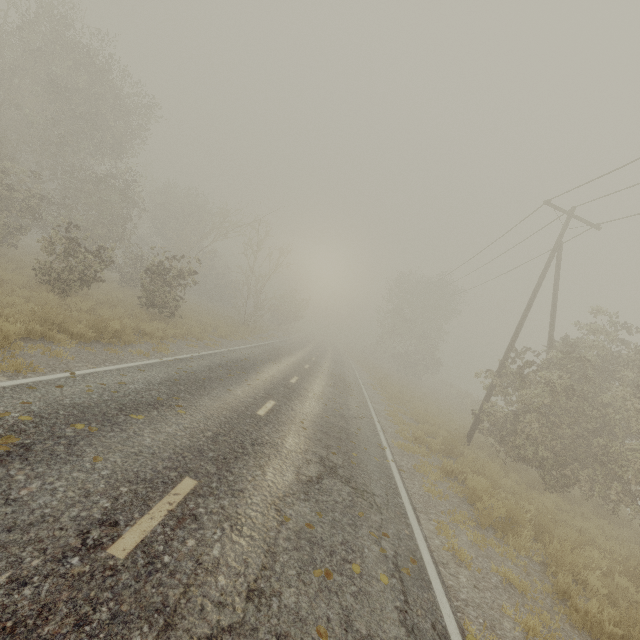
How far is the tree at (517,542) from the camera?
6.6m

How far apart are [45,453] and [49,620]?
2.2 meters

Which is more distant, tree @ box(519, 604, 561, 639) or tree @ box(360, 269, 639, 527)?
tree @ box(360, 269, 639, 527)

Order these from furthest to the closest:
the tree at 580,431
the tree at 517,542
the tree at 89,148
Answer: the tree at 89,148, the tree at 580,431, the tree at 517,542

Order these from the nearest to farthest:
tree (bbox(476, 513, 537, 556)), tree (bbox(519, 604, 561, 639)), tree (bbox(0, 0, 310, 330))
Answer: tree (bbox(519, 604, 561, 639))
tree (bbox(476, 513, 537, 556))
tree (bbox(0, 0, 310, 330))

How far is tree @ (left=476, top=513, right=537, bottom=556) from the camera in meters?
6.6
